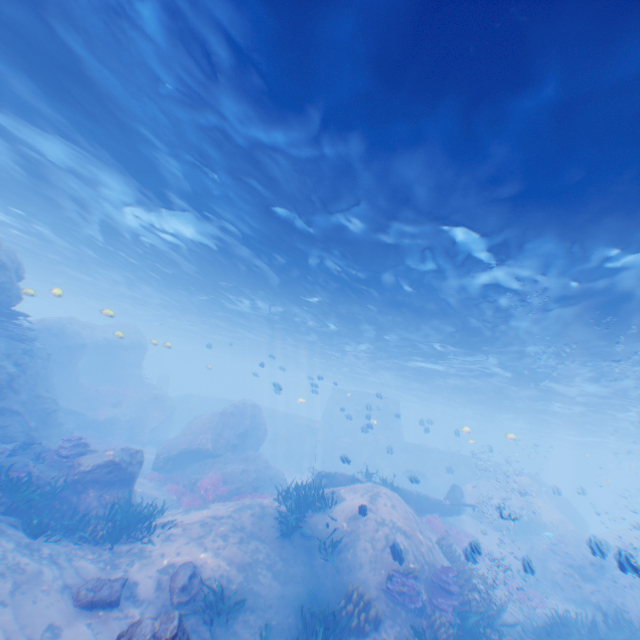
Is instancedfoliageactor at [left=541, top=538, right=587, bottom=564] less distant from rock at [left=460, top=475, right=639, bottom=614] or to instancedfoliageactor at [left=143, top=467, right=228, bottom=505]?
rock at [left=460, top=475, right=639, bottom=614]

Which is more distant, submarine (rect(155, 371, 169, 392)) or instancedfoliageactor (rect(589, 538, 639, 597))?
submarine (rect(155, 371, 169, 392))

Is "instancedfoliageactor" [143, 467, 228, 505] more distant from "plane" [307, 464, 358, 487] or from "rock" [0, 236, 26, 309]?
"plane" [307, 464, 358, 487]

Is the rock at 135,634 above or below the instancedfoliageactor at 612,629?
above

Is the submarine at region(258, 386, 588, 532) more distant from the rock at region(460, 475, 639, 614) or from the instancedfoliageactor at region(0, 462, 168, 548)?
the instancedfoliageactor at region(0, 462, 168, 548)

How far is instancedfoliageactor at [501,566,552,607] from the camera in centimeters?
1581cm

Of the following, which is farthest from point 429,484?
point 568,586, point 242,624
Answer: point 242,624

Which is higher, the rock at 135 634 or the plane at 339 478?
the plane at 339 478
